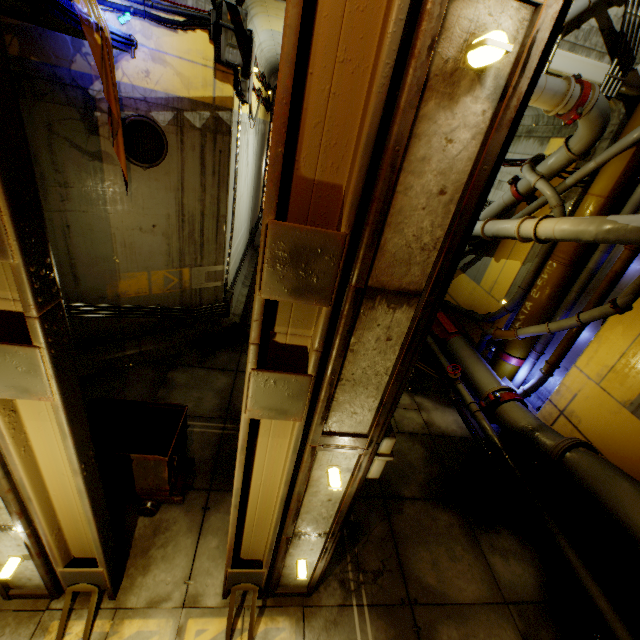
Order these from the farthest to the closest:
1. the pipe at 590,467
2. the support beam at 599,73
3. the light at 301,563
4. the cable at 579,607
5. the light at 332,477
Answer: the support beam at 599,73, the pipe at 590,467, the cable at 579,607, the light at 301,563, the light at 332,477

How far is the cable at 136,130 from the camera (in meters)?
5.45

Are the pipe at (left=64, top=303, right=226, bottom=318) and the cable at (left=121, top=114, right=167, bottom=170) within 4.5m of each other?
yes

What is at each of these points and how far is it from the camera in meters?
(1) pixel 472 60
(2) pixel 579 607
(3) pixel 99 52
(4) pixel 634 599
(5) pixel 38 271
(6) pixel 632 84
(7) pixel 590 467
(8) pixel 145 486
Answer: (1) light, 1.5 m
(2) cable, 4.8 m
(3) cloth, 4.1 m
(4) cable, 5.0 m
(5) beam, 1.9 m
(6) support beam, 6.5 m
(7) pipe, 5.5 m
(8) trolley, 4.4 m

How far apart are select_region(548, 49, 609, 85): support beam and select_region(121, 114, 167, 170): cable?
7.42m

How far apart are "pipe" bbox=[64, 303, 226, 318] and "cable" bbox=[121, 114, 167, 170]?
2.8m

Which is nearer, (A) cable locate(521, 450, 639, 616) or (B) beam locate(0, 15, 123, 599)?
(B) beam locate(0, 15, 123, 599)

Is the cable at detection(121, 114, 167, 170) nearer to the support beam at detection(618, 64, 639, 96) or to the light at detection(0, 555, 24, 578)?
the light at detection(0, 555, 24, 578)
